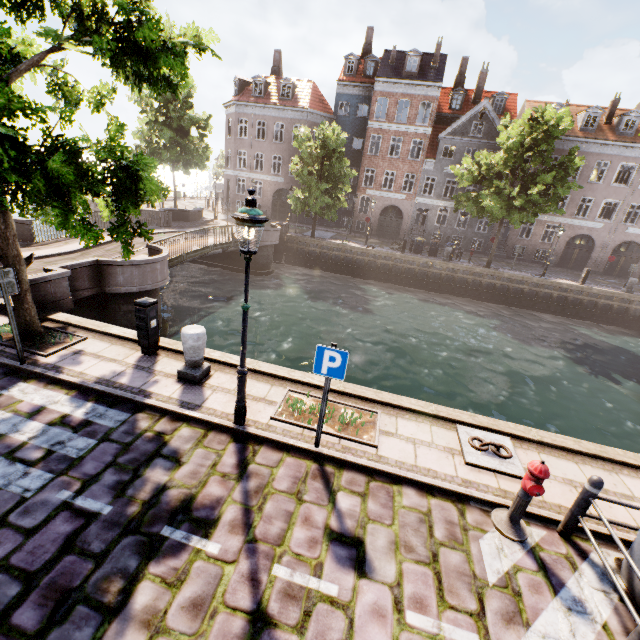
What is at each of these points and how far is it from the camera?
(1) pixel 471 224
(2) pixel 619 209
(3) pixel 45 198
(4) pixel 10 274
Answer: (1) building, 32.03m
(2) building, 28.81m
(3) tree, 7.48m
(4) sign, 5.88m

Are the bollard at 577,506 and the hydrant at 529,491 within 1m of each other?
yes

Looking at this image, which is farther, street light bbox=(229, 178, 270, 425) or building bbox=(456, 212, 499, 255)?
building bbox=(456, 212, 499, 255)

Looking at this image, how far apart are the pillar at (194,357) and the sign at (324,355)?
2.7 meters

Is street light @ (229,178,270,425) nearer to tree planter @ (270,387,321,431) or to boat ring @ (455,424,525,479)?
tree planter @ (270,387,321,431)

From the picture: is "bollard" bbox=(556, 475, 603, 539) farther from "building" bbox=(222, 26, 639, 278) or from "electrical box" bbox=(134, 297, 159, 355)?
"building" bbox=(222, 26, 639, 278)

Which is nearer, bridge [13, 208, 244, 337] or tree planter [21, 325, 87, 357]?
tree planter [21, 325, 87, 357]

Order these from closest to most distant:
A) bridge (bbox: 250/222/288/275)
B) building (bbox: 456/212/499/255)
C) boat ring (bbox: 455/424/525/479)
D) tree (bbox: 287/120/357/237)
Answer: boat ring (bbox: 455/424/525/479) → bridge (bbox: 250/222/288/275) → tree (bbox: 287/120/357/237) → building (bbox: 456/212/499/255)
